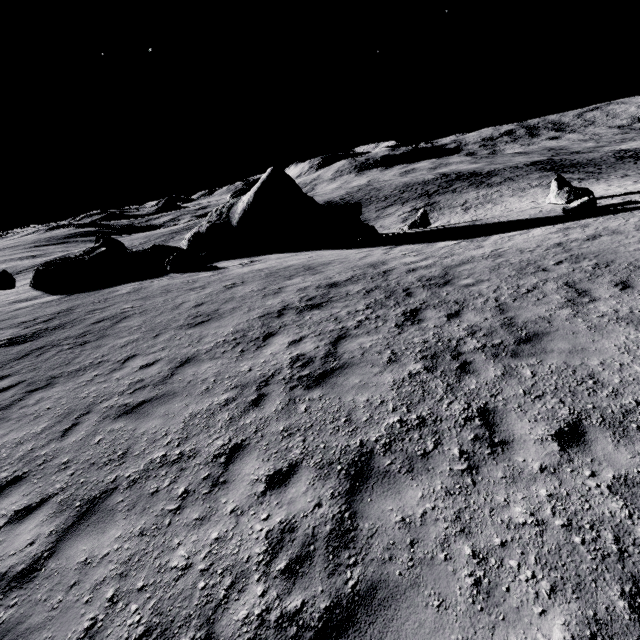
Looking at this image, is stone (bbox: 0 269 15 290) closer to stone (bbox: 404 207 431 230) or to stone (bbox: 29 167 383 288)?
stone (bbox: 29 167 383 288)

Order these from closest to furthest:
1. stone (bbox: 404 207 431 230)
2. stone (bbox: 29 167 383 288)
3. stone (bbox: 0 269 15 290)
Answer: stone (bbox: 29 167 383 288) < stone (bbox: 404 207 431 230) < stone (bbox: 0 269 15 290)

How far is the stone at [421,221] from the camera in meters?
23.8 m

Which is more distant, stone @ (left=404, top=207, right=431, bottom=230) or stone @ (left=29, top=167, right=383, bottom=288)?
stone @ (left=404, top=207, right=431, bottom=230)

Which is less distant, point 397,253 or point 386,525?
point 386,525

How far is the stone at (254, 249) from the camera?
22.1 meters

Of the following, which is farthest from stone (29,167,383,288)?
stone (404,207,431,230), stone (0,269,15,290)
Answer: stone (0,269,15,290)
